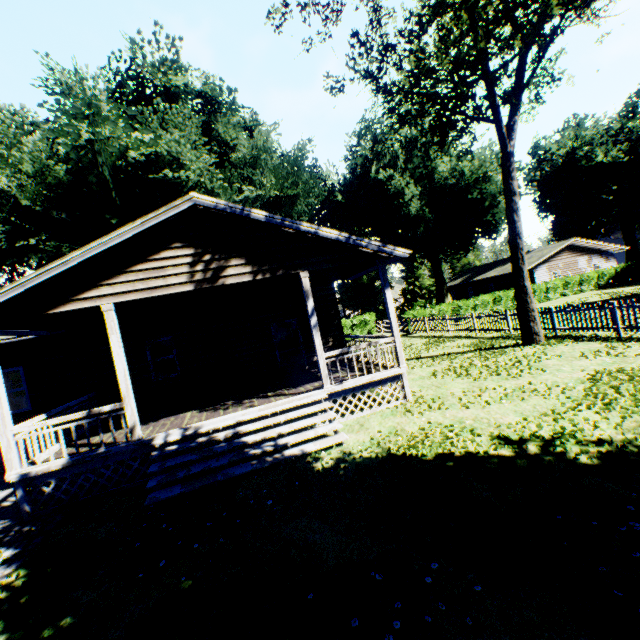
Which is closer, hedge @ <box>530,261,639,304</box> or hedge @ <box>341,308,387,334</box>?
hedge @ <box>530,261,639,304</box>

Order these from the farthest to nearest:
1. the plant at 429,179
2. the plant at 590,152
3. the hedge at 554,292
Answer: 1. the plant at 590,152
2. the hedge at 554,292
3. the plant at 429,179

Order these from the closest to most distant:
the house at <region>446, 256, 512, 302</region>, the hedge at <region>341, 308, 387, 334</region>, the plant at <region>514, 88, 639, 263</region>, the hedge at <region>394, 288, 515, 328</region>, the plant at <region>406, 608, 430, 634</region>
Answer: the plant at <region>406, 608, 430, 634</region>
the hedge at <region>394, 288, 515, 328</region>
the hedge at <region>341, 308, 387, 334</region>
the plant at <region>514, 88, 639, 263</region>
the house at <region>446, 256, 512, 302</region>

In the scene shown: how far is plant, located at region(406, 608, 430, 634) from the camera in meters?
3.1

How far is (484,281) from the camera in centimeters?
4444cm

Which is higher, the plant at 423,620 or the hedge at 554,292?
the hedge at 554,292

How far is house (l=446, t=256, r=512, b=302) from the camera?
40.34m
